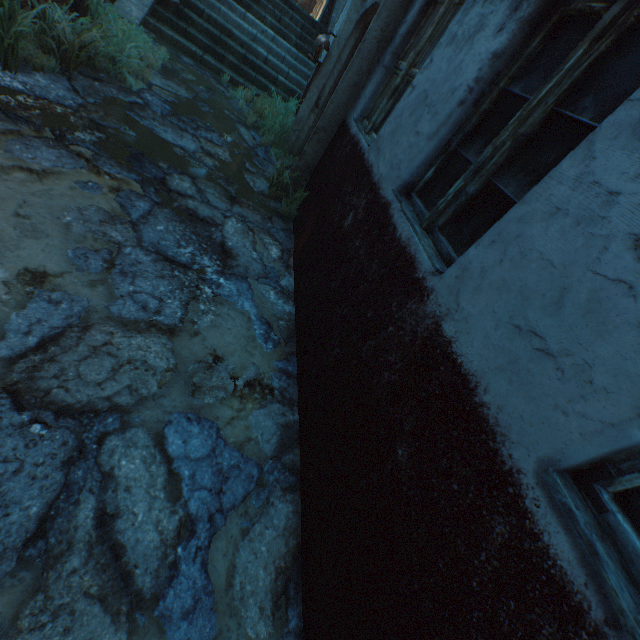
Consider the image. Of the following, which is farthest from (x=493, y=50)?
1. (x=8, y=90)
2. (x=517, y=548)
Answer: (x=8, y=90)

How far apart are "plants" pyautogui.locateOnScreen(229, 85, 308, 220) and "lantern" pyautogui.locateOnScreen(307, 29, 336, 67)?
1.0m

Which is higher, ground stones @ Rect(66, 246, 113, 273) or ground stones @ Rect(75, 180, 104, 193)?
ground stones @ Rect(66, 246, 113, 273)

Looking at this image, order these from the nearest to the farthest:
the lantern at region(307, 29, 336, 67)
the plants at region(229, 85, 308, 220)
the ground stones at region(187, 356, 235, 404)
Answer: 1. the ground stones at region(187, 356, 235, 404)
2. the plants at region(229, 85, 308, 220)
3. the lantern at region(307, 29, 336, 67)

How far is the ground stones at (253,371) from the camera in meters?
2.4

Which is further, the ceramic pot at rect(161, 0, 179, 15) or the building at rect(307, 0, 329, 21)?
the building at rect(307, 0, 329, 21)

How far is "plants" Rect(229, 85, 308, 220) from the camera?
4.5 meters
